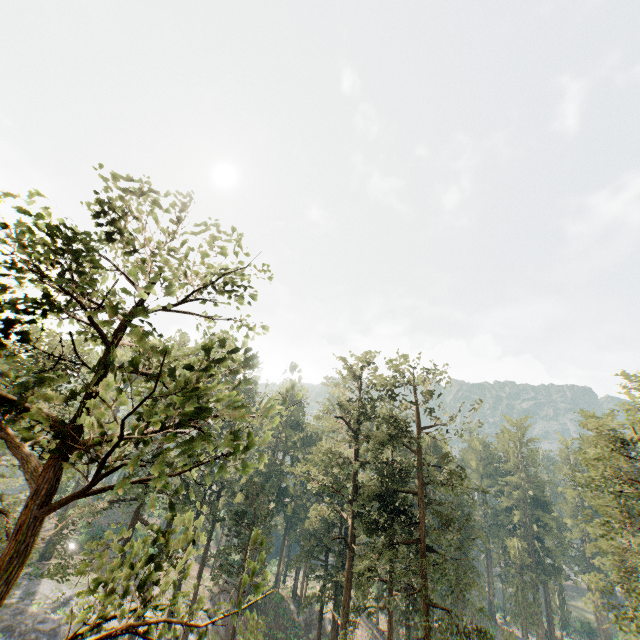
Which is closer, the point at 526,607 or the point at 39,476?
the point at 39,476

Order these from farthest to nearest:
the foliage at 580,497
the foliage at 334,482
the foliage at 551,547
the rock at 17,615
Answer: the foliage at 551,547 < the rock at 17,615 < the foliage at 580,497 < the foliage at 334,482

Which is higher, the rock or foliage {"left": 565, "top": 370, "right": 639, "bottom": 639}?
foliage {"left": 565, "top": 370, "right": 639, "bottom": 639}

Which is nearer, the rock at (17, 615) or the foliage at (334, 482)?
the foliage at (334, 482)

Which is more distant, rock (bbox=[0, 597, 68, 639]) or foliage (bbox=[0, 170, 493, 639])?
rock (bbox=[0, 597, 68, 639])
